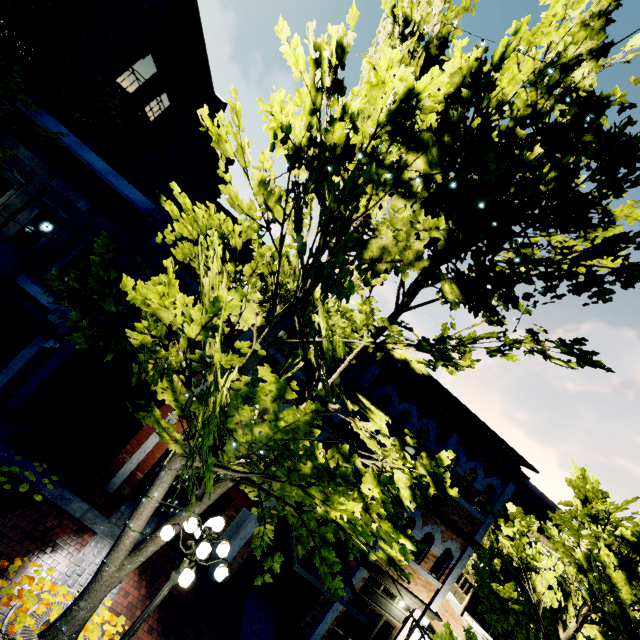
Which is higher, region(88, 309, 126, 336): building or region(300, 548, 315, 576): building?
region(88, 309, 126, 336): building

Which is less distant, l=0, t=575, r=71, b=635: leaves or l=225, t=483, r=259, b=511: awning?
l=0, t=575, r=71, b=635: leaves

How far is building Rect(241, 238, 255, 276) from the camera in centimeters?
1146cm

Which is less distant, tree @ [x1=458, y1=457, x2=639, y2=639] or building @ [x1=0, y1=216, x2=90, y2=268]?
tree @ [x1=458, y1=457, x2=639, y2=639]

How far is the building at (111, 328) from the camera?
9.4 meters

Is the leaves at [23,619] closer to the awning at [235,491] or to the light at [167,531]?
the light at [167,531]

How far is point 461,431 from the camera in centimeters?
1190cm

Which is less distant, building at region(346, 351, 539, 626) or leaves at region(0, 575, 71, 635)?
leaves at region(0, 575, 71, 635)
